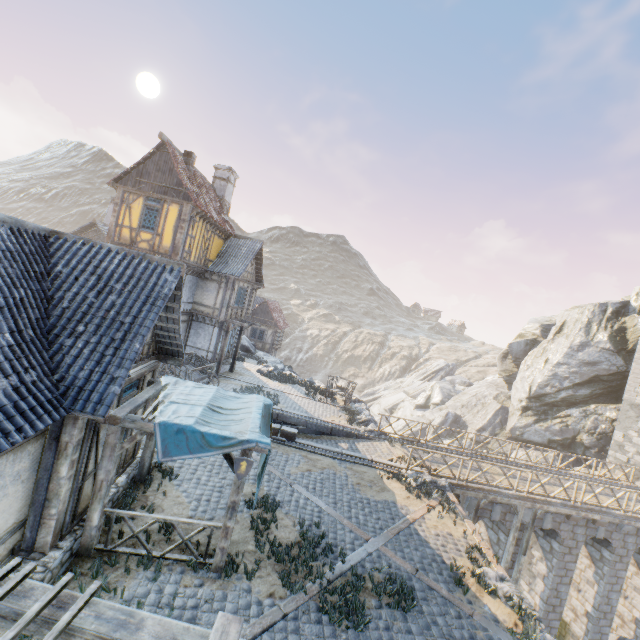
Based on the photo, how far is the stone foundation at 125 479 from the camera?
8.0 meters

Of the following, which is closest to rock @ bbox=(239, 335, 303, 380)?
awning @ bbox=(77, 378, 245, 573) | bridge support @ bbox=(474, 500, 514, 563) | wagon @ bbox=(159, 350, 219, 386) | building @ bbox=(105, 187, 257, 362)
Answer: bridge support @ bbox=(474, 500, 514, 563)

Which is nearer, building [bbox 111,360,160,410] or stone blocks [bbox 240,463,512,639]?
stone blocks [bbox 240,463,512,639]

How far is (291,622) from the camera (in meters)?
6.38

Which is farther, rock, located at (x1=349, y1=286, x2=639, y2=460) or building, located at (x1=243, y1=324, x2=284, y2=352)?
building, located at (x1=243, y1=324, x2=284, y2=352)

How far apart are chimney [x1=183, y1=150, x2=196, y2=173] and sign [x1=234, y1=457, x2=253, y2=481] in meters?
17.3 m

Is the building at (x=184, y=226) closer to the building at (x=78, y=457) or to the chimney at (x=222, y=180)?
the chimney at (x=222, y=180)

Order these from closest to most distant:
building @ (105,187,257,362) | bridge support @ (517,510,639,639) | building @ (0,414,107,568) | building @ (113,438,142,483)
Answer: building @ (0,414,107,568), building @ (113,438,142,483), bridge support @ (517,510,639,639), building @ (105,187,257,362)
